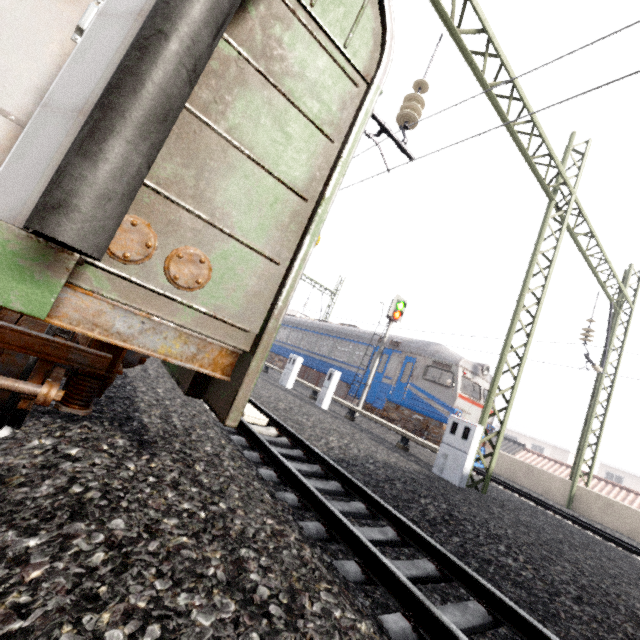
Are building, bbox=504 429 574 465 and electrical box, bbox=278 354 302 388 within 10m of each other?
no

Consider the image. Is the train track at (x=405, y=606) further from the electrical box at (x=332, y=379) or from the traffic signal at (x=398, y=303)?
the traffic signal at (x=398, y=303)

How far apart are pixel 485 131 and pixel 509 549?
5.4 meters

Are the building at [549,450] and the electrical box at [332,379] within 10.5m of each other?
no

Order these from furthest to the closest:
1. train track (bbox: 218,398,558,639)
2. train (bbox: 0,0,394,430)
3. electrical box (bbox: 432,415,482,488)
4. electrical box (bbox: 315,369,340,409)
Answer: electrical box (bbox: 315,369,340,409) < electrical box (bbox: 432,415,482,488) < train track (bbox: 218,398,558,639) < train (bbox: 0,0,394,430)

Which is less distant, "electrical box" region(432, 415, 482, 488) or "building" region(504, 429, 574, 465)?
"electrical box" region(432, 415, 482, 488)

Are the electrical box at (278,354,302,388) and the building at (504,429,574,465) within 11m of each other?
no

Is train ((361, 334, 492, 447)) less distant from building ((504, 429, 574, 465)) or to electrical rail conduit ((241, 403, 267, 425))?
electrical rail conduit ((241, 403, 267, 425))
